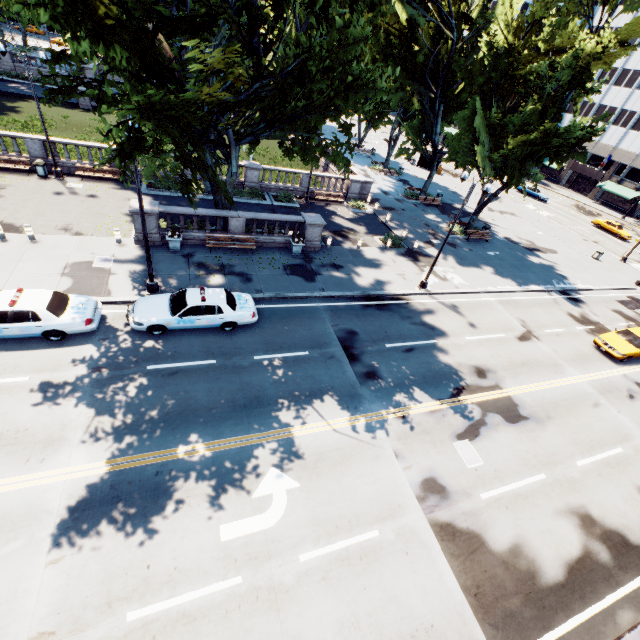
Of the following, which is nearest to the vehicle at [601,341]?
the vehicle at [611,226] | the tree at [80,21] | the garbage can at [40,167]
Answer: the tree at [80,21]

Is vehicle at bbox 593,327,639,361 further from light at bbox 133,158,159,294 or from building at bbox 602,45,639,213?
building at bbox 602,45,639,213

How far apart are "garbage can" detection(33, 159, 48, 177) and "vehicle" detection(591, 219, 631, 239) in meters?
63.9

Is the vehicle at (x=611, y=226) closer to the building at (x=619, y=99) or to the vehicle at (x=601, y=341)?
the building at (x=619, y=99)

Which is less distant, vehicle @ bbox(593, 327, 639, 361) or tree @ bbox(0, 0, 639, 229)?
tree @ bbox(0, 0, 639, 229)

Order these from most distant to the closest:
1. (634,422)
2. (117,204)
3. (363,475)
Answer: (117,204)
(634,422)
(363,475)

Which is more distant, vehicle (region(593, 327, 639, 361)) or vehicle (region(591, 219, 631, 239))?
vehicle (region(591, 219, 631, 239))

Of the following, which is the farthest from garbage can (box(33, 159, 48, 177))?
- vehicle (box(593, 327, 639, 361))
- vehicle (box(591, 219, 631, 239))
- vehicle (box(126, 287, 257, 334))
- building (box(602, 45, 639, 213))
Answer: building (box(602, 45, 639, 213))
